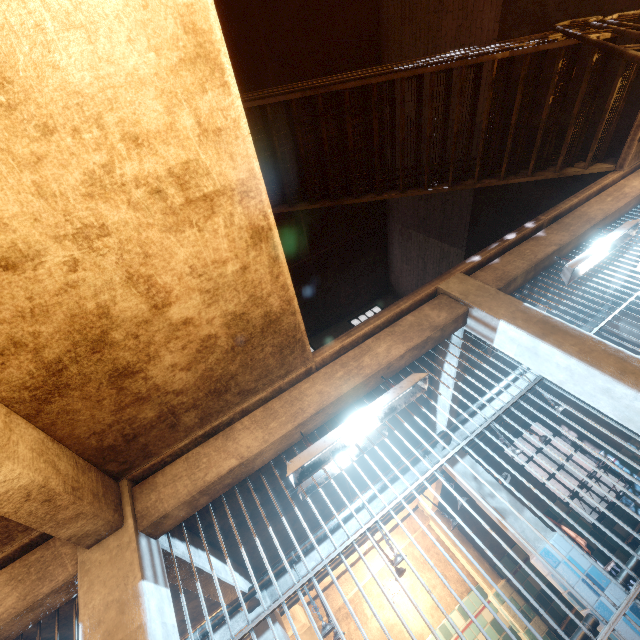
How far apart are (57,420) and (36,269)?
0.8m

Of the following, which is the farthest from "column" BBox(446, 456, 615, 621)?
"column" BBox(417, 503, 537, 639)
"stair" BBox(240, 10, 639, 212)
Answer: "stair" BBox(240, 10, 639, 212)

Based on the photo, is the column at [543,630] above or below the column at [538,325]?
below

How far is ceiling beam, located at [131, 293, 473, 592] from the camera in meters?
2.0

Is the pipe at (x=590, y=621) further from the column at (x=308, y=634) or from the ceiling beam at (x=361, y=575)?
the column at (x=308, y=634)

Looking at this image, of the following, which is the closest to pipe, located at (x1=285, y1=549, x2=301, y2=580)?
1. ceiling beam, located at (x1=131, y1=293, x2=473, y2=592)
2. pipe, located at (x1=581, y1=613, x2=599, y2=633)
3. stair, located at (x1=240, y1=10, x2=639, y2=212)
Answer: ceiling beam, located at (x1=131, y1=293, x2=473, y2=592)

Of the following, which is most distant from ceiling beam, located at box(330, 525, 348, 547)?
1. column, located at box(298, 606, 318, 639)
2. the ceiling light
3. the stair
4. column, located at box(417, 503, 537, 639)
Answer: column, located at box(417, 503, 537, 639)

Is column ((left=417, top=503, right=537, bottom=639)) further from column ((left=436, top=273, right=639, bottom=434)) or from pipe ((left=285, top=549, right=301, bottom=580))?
column ((left=436, top=273, right=639, bottom=434))
